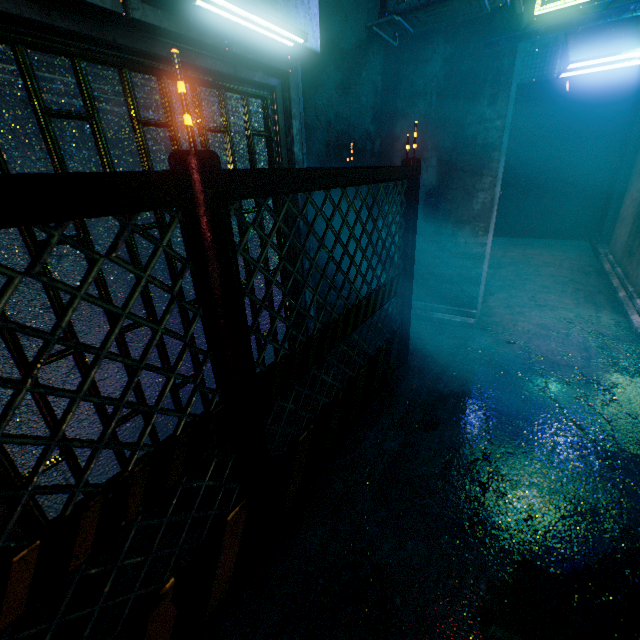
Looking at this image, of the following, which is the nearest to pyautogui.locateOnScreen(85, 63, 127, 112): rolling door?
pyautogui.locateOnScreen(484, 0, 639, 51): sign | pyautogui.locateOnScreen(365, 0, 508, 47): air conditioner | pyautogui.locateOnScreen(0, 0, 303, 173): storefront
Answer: pyautogui.locateOnScreen(0, 0, 303, 173): storefront

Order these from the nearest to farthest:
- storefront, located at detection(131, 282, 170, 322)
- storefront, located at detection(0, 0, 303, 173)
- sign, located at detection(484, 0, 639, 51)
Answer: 1. storefront, located at detection(0, 0, 303, 173)
2. storefront, located at detection(131, 282, 170, 322)
3. sign, located at detection(484, 0, 639, 51)

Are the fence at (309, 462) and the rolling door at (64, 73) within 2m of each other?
yes

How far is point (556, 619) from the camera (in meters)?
1.35

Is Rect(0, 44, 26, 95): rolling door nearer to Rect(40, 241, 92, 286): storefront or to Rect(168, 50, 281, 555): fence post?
Rect(40, 241, 92, 286): storefront

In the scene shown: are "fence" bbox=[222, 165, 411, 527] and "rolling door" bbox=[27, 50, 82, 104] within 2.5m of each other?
yes

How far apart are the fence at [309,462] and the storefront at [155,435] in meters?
0.7

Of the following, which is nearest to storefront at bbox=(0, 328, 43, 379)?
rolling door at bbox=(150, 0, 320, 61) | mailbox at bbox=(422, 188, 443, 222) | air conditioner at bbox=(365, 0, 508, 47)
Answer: rolling door at bbox=(150, 0, 320, 61)
